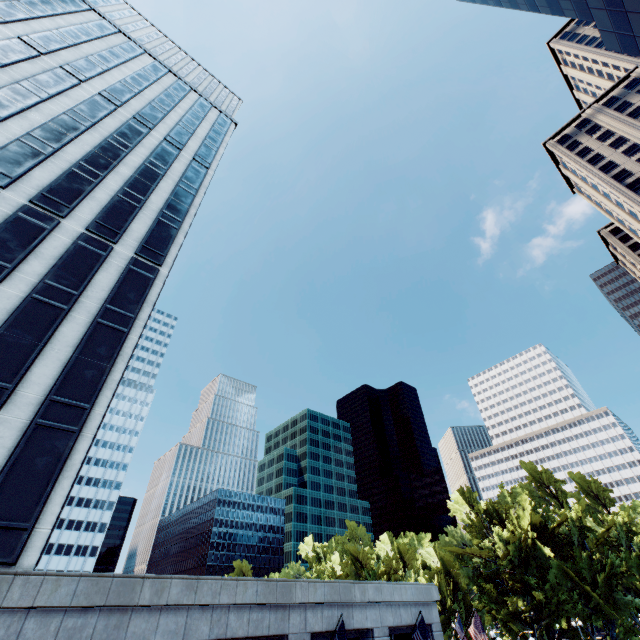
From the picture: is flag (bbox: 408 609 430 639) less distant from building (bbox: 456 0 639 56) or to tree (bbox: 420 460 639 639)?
building (bbox: 456 0 639 56)

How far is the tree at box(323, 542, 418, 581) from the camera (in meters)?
55.88

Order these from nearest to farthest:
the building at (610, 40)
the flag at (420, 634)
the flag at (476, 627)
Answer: the flag at (420, 634)
the flag at (476, 627)
the building at (610, 40)

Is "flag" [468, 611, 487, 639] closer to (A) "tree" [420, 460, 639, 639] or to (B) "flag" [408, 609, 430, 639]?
(B) "flag" [408, 609, 430, 639]

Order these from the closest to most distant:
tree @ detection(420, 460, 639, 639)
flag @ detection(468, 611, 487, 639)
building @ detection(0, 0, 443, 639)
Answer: building @ detection(0, 0, 443, 639) → flag @ detection(468, 611, 487, 639) → tree @ detection(420, 460, 639, 639)

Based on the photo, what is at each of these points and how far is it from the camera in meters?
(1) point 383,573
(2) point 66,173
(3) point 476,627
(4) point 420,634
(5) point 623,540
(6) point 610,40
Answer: (1) tree, 57.5
(2) building, 21.9
(3) flag, 19.8
(4) flag, 17.0
(5) tree, 51.9
(6) building, 24.3

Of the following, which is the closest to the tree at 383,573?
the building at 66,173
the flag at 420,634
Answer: the building at 66,173

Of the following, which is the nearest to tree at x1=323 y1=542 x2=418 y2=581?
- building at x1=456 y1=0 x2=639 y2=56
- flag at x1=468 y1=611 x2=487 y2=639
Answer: flag at x1=468 y1=611 x2=487 y2=639
